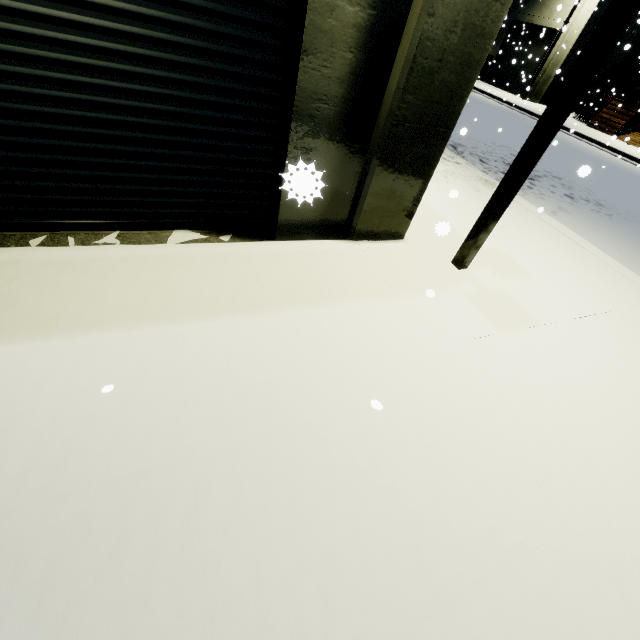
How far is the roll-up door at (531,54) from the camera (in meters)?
25.81

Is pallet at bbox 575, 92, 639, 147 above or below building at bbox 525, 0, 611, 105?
below

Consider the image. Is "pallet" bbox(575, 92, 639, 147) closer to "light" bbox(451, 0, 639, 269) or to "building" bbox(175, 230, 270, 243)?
"building" bbox(175, 230, 270, 243)

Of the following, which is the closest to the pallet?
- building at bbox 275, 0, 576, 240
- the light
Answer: building at bbox 275, 0, 576, 240

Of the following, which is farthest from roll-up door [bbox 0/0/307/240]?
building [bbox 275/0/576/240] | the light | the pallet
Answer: the pallet

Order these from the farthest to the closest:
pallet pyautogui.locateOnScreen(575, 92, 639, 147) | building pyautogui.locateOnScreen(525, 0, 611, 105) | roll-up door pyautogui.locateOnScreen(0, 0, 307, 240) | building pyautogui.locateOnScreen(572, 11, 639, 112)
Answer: building pyautogui.locateOnScreen(572, 11, 639, 112), building pyautogui.locateOnScreen(525, 0, 611, 105), pallet pyautogui.locateOnScreen(575, 92, 639, 147), roll-up door pyautogui.locateOnScreen(0, 0, 307, 240)

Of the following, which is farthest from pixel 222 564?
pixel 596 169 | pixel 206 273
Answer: pixel 596 169

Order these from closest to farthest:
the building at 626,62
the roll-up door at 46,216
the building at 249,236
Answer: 1. the roll-up door at 46,216
2. the building at 249,236
3. the building at 626,62
